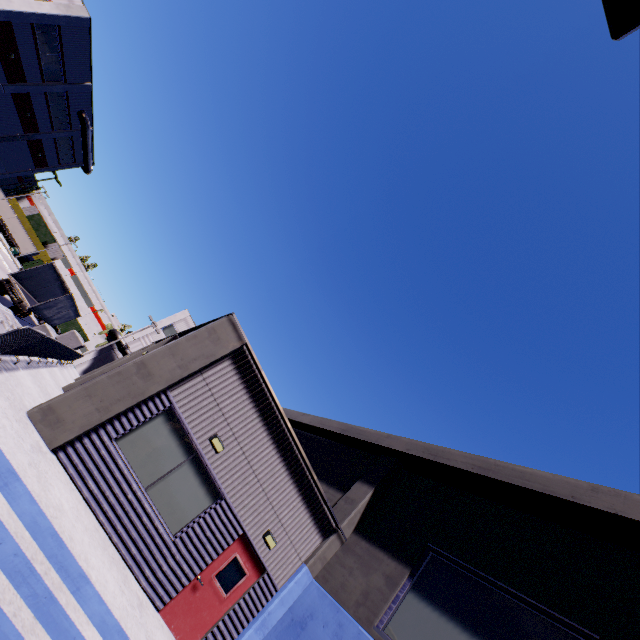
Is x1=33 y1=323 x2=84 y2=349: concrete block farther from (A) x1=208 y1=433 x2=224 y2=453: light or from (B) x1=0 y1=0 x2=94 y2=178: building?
(A) x1=208 y1=433 x2=224 y2=453: light

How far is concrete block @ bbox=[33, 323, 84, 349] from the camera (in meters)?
17.19

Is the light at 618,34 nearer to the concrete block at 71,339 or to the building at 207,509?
the building at 207,509

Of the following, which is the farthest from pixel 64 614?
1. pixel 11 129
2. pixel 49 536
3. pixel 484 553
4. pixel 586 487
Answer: pixel 11 129

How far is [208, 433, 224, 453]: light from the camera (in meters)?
8.84

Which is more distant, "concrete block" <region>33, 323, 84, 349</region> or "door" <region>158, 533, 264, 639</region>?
"concrete block" <region>33, 323, 84, 349</region>

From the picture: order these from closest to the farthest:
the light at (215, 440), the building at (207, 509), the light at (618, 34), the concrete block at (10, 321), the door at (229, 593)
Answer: the light at (618, 34)
the building at (207, 509)
the concrete block at (10, 321)
the door at (229, 593)
the light at (215, 440)

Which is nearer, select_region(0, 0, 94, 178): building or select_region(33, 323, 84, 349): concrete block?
select_region(33, 323, 84, 349): concrete block
